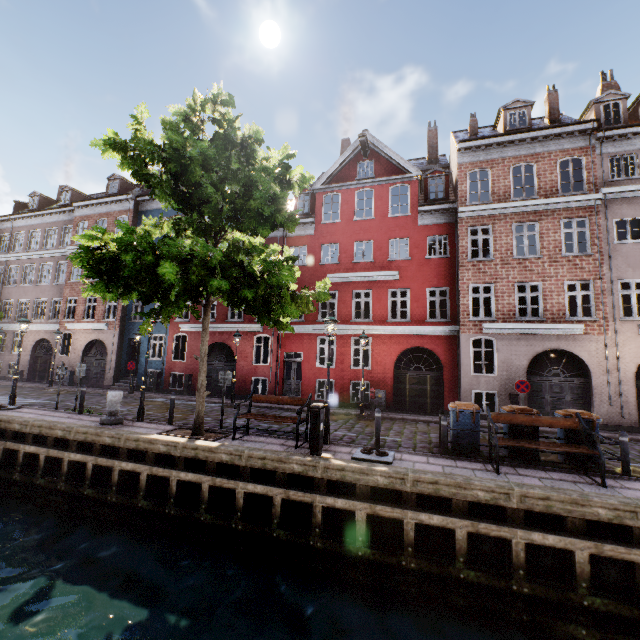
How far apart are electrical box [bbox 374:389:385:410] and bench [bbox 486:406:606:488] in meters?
8.1

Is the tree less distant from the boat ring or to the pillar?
the pillar

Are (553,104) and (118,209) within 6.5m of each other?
no

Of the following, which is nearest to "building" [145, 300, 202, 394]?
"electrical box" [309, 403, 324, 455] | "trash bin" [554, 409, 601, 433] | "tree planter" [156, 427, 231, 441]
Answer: "trash bin" [554, 409, 601, 433]

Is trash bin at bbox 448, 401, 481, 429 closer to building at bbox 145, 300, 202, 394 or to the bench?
the bench

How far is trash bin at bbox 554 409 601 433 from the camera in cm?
803

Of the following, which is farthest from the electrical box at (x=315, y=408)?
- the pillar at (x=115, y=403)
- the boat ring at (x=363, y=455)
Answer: the pillar at (x=115, y=403)

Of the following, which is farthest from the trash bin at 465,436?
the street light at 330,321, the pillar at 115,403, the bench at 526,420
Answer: → the pillar at 115,403
